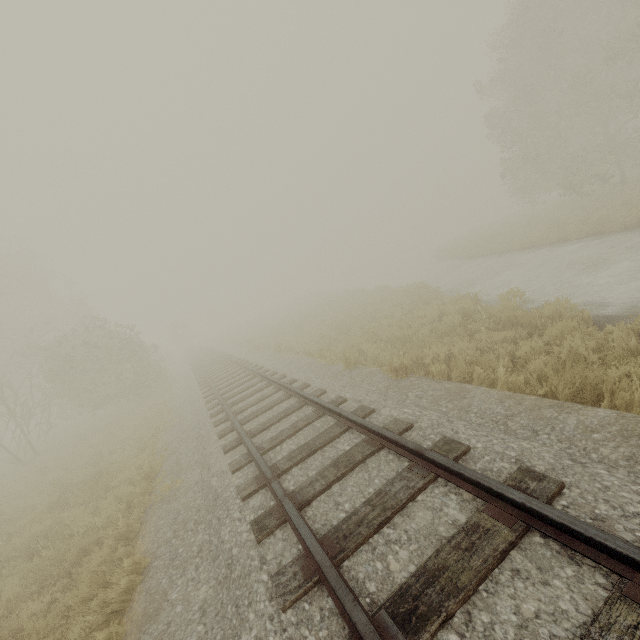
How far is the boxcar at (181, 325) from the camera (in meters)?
56.41

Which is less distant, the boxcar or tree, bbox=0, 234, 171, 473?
tree, bbox=0, 234, 171, 473

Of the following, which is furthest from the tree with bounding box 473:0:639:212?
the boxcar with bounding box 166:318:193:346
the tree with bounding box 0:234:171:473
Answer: the boxcar with bounding box 166:318:193:346

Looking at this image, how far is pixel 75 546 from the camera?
5.7m

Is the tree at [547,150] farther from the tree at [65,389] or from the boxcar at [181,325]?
the boxcar at [181,325]

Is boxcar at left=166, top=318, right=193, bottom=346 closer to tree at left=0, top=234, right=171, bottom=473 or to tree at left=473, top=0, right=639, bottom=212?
tree at left=0, top=234, right=171, bottom=473
